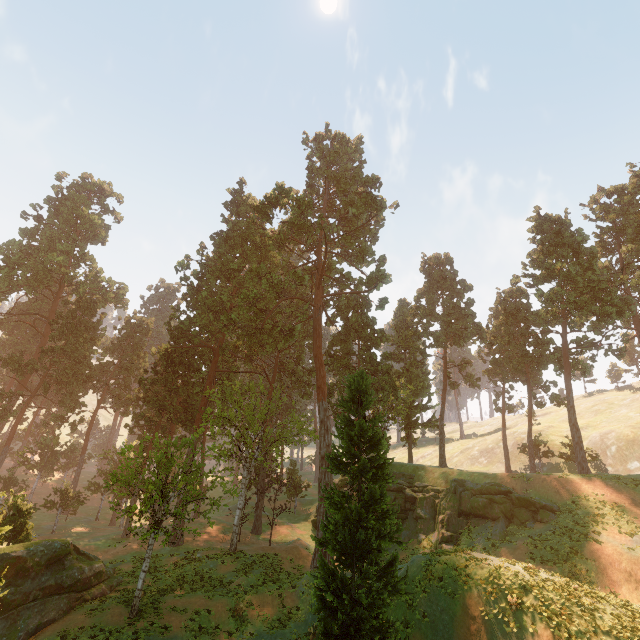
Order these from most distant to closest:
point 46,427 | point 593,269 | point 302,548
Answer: point 46,427
point 593,269
point 302,548

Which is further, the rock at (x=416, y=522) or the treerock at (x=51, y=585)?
the rock at (x=416, y=522)

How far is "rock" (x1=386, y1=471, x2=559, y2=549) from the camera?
26.4 meters

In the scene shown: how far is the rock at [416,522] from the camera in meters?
26.4

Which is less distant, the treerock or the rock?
the treerock
